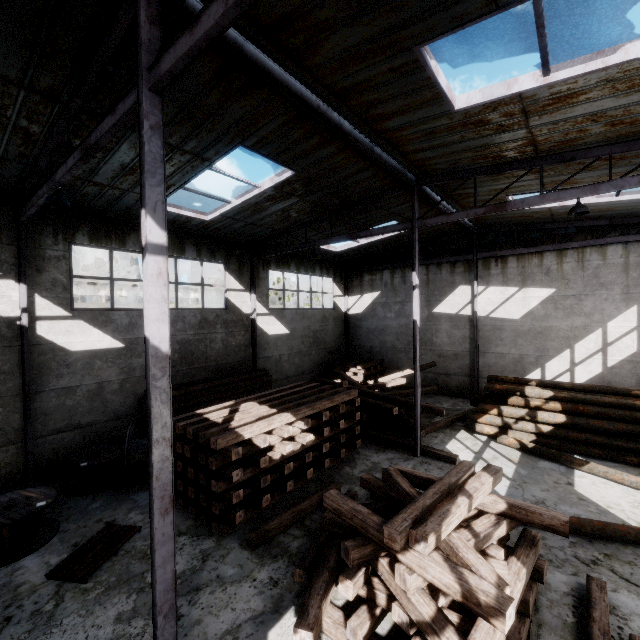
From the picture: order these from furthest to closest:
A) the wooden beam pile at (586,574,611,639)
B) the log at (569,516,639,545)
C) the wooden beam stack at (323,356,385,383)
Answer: the wooden beam stack at (323,356,385,383)
the log at (569,516,639,545)
the wooden beam pile at (586,574,611,639)

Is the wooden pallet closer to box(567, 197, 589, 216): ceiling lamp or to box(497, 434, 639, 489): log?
box(497, 434, 639, 489): log

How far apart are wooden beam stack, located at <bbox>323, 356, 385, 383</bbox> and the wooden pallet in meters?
11.9

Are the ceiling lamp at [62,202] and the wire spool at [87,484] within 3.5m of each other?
no

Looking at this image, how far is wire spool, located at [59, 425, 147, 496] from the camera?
8.36m

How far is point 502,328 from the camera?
15.55m

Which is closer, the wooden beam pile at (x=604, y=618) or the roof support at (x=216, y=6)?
the roof support at (x=216, y=6)

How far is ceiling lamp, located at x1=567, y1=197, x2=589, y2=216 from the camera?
7.4m
